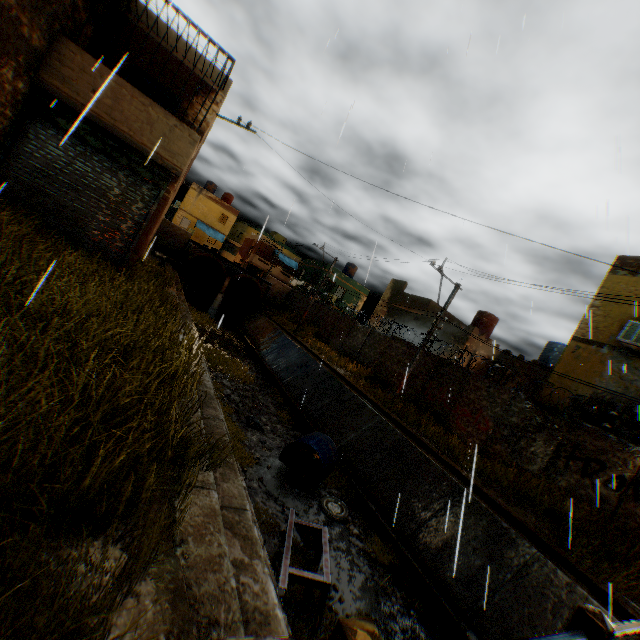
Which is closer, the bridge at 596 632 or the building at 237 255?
the bridge at 596 632

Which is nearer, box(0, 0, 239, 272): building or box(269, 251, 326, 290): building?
box(0, 0, 239, 272): building

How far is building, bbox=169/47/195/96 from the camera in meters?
10.8

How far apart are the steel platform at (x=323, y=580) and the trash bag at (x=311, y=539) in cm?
40

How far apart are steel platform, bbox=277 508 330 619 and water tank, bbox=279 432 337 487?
2.8 meters

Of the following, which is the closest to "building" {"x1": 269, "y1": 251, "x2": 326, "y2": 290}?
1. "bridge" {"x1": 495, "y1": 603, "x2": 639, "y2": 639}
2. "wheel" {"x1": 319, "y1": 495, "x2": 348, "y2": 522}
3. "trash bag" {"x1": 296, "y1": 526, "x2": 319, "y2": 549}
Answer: "bridge" {"x1": 495, "y1": 603, "x2": 639, "y2": 639}

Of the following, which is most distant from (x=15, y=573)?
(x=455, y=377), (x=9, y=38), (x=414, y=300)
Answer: (x=414, y=300)

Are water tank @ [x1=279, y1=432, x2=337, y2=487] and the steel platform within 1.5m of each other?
no
